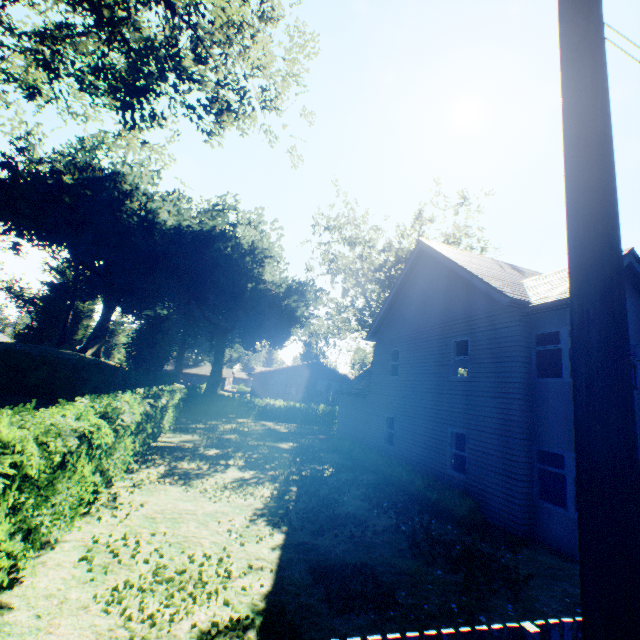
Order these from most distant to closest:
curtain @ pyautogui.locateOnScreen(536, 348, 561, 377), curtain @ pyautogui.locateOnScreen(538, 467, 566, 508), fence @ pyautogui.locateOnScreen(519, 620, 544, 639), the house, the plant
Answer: the house < the plant < curtain @ pyautogui.locateOnScreen(536, 348, 561, 377) < curtain @ pyautogui.locateOnScreen(538, 467, 566, 508) < fence @ pyautogui.locateOnScreen(519, 620, 544, 639)

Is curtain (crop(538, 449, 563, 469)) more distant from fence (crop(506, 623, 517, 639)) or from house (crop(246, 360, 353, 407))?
house (crop(246, 360, 353, 407))

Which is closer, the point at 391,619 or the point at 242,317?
the point at 391,619

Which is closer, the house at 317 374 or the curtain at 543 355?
the curtain at 543 355

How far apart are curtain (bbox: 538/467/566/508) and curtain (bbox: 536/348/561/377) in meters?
2.2 m

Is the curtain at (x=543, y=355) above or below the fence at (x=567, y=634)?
above
